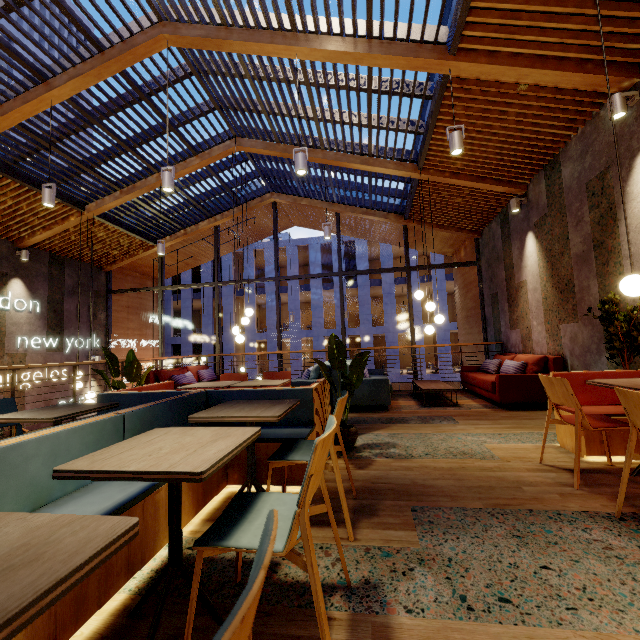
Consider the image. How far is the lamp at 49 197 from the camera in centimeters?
487cm

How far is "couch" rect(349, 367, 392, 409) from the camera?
5.8m

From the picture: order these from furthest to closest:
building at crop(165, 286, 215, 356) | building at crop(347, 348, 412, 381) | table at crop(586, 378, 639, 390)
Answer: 1. building at crop(165, 286, 215, 356)
2. building at crop(347, 348, 412, 381)
3. table at crop(586, 378, 639, 390)

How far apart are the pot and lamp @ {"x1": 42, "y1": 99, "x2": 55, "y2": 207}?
5.4m

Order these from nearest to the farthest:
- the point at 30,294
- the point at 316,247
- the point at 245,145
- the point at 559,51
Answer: the point at 559,51, the point at 245,145, the point at 30,294, the point at 316,247

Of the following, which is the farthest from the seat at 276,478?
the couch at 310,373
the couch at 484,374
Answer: the couch at 484,374

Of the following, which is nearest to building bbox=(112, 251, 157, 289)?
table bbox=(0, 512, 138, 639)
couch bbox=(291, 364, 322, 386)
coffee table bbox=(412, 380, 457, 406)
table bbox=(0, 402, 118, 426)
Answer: coffee table bbox=(412, 380, 457, 406)

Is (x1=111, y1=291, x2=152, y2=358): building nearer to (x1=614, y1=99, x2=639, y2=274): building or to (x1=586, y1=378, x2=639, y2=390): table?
(x1=614, y1=99, x2=639, y2=274): building
